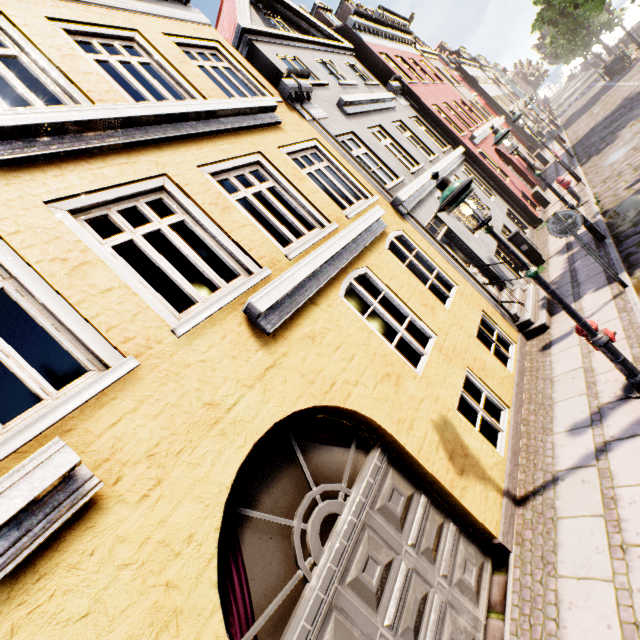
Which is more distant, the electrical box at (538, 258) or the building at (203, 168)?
the electrical box at (538, 258)

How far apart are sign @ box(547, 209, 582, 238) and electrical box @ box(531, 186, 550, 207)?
9.8m

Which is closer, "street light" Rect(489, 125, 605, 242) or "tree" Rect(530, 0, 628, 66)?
"street light" Rect(489, 125, 605, 242)

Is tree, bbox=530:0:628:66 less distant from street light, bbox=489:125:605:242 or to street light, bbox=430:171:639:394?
street light, bbox=489:125:605:242

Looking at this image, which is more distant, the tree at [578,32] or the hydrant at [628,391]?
the tree at [578,32]

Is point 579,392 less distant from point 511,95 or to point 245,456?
point 245,456

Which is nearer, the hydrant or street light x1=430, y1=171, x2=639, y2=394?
street light x1=430, y1=171, x2=639, y2=394

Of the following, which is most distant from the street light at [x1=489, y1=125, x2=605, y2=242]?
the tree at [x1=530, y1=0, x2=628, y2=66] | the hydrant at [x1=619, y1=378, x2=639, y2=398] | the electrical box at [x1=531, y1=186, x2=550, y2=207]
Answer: the electrical box at [x1=531, y1=186, x2=550, y2=207]
